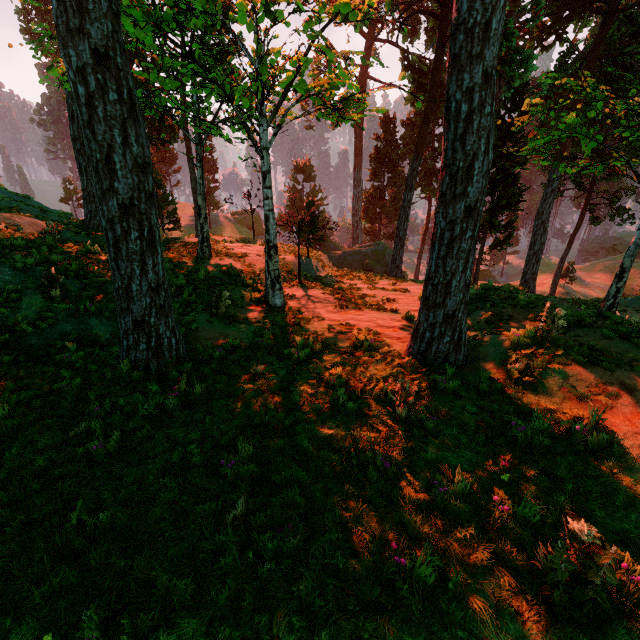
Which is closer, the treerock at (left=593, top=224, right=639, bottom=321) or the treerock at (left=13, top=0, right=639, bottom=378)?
the treerock at (left=13, top=0, right=639, bottom=378)

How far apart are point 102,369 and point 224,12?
8.7m

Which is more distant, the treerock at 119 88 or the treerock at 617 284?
the treerock at 617 284
